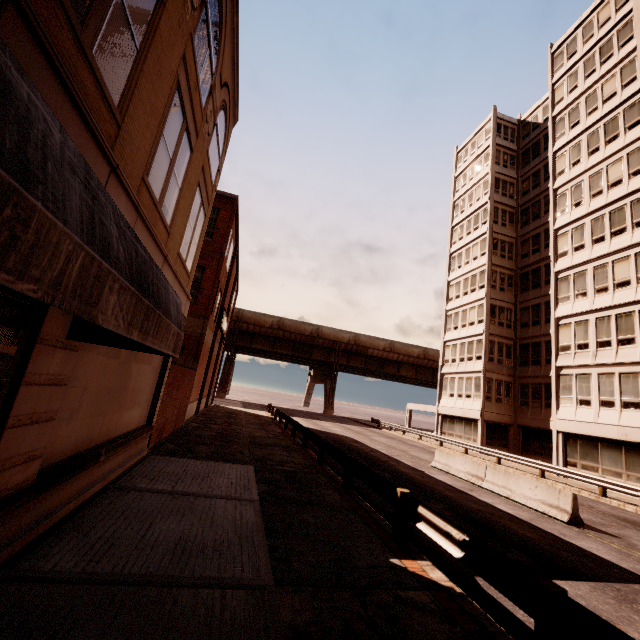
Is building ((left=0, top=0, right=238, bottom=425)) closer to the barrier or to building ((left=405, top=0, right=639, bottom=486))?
the barrier

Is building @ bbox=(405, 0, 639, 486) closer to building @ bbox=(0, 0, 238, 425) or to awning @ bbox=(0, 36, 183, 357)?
awning @ bbox=(0, 36, 183, 357)

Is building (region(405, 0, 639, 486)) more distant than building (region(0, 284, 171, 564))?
Yes

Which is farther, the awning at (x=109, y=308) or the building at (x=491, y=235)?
the building at (x=491, y=235)

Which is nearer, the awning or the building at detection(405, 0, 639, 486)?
the awning

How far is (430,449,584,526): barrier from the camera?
11.0 meters

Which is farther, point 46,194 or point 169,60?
point 169,60

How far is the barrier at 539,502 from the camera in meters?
11.0 m
